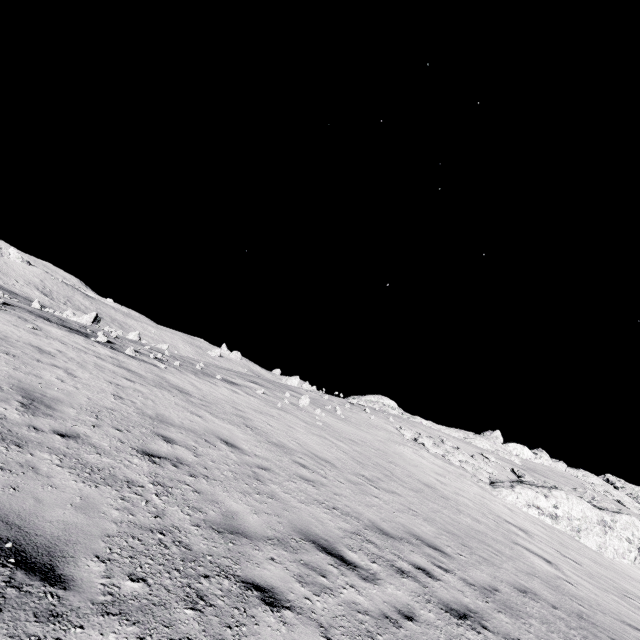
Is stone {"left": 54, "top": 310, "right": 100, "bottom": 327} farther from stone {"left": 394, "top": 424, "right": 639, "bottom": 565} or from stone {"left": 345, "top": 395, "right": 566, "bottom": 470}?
stone {"left": 394, "top": 424, "right": 639, "bottom": 565}

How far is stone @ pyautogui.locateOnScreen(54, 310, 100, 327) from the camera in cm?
2398

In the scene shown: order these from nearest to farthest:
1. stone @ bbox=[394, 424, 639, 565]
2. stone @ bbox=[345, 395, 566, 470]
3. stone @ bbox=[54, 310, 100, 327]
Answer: stone @ bbox=[394, 424, 639, 565], stone @ bbox=[54, 310, 100, 327], stone @ bbox=[345, 395, 566, 470]

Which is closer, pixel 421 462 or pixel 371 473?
pixel 371 473

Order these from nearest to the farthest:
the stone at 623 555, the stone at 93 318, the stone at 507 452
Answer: the stone at 623 555, the stone at 93 318, the stone at 507 452

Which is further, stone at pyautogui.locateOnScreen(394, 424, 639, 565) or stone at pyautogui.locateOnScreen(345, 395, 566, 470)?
stone at pyautogui.locateOnScreen(345, 395, 566, 470)

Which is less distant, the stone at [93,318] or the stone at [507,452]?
the stone at [93,318]

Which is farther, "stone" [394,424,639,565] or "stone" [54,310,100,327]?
"stone" [54,310,100,327]
